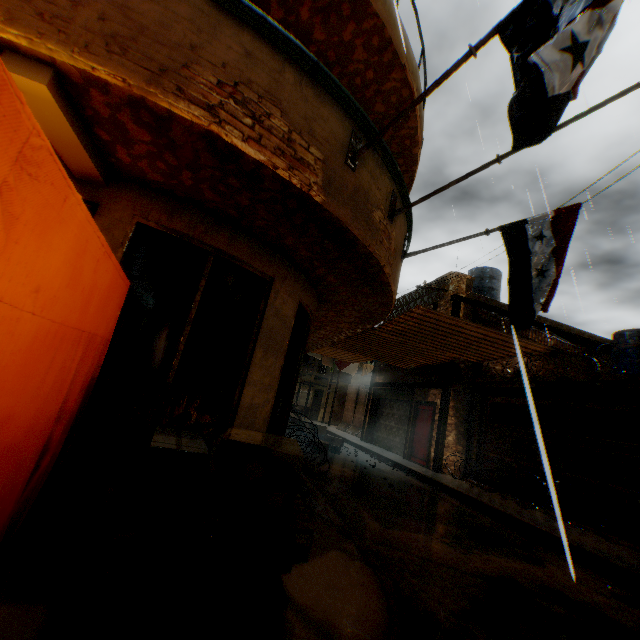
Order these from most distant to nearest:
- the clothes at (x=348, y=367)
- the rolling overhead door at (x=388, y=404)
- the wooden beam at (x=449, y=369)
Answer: the clothes at (x=348, y=367) → the rolling overhead door at (x=388, y=404) → the wooden beam at (x=449, y=369)

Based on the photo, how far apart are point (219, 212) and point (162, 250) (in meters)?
0.85

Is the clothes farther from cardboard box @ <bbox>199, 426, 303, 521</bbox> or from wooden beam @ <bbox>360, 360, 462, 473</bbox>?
cardboard box @ <bbox>199, 426, 303, 521</bbox>

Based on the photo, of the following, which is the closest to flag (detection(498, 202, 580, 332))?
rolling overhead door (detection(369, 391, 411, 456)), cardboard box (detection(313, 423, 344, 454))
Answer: rolling overhead door (detection(369, 391, 411, 456))

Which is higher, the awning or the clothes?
the awning

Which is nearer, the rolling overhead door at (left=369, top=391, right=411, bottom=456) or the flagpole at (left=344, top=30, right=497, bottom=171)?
the flagpole at (left=344, top=30, right=497, bottom=171)

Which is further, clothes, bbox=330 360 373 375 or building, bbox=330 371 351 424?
building, bbox=330 371 351 424

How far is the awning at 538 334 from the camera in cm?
1234
